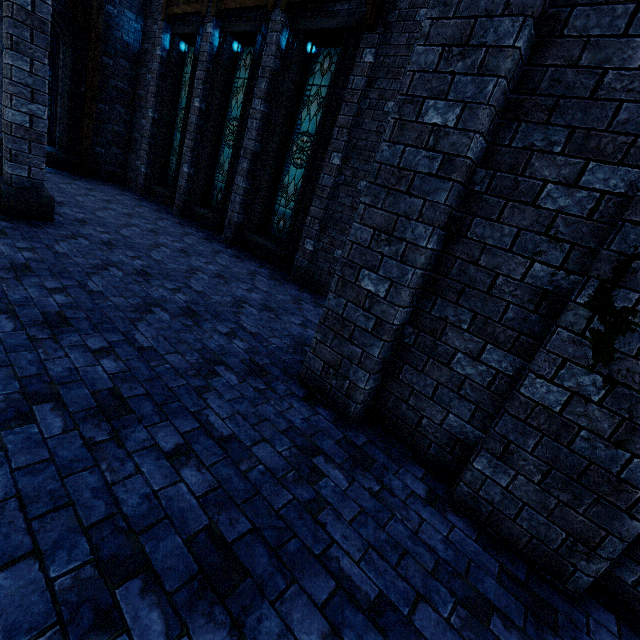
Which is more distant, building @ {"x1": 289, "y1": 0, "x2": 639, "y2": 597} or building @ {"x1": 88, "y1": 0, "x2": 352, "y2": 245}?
building @ {"x1": 88, "y1": 0, "x2": 352, "y2": 245}

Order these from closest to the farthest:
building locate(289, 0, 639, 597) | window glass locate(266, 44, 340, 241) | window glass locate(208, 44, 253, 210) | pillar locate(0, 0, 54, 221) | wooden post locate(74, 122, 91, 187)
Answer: building locate(289, 0, 639, 597) < pillar locate(0, 0, 54, 221) < window glass locate(266, 44, 340, 241) < window glass locate(208, 44, 253, 210) < wooden post locate(74, 122, 91, 187)

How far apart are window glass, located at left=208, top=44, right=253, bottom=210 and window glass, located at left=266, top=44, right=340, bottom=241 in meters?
1.9 m

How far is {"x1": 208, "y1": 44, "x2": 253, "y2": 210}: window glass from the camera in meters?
9.2

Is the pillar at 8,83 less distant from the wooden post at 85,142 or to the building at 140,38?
the building at 140,38

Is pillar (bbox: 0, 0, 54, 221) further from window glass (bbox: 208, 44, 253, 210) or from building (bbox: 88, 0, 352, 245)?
window glass (bbox: 208, 44, 253, 210)

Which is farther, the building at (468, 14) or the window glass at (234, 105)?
the window glass at (234, 105)

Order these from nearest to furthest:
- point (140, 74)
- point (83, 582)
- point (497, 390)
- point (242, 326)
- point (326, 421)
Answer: point (83, 582), point (497, 390), point (326, 421), point (242, 326), point (140, 74)
